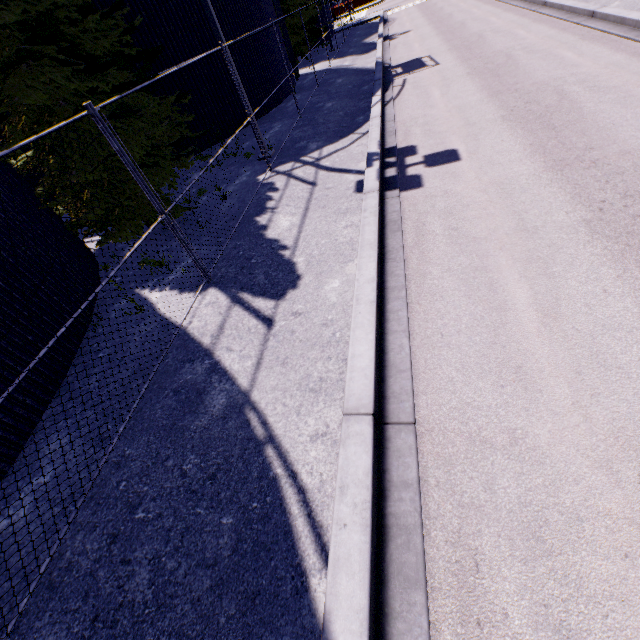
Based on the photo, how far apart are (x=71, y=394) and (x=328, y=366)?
3.1 meters

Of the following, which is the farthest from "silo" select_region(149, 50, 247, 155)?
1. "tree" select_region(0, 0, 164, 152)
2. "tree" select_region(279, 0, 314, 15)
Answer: "tree" select_region(0, 0, 164, 152)

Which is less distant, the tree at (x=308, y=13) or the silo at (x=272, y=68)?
the silo at (x=272, y=68)

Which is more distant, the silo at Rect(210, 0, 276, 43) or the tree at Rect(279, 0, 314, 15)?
the tree at Rect(279, 0, 314, 15)

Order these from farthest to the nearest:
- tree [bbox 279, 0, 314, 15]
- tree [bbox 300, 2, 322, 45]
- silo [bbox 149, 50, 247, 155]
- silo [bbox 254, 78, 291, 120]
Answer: tree [bbox 300, 2, 322, 45] → tree [bbox 279, 0, 314, 15] → silo [bbox 254, 78, 291, 120] → silo [bbox 149, 50, 247, 155]

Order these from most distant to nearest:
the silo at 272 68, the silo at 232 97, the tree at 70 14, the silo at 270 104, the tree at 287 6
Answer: the tree at 287 6 → the silo at 270 104 → the silo at 272 68 → the silo at 232 97 → the tree at 70 14

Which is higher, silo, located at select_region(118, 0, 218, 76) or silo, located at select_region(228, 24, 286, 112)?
silo, located at select_region(118, 0, 218, 76)

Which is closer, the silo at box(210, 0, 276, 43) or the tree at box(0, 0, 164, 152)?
the tree at box(0, 0, 164, 152)
